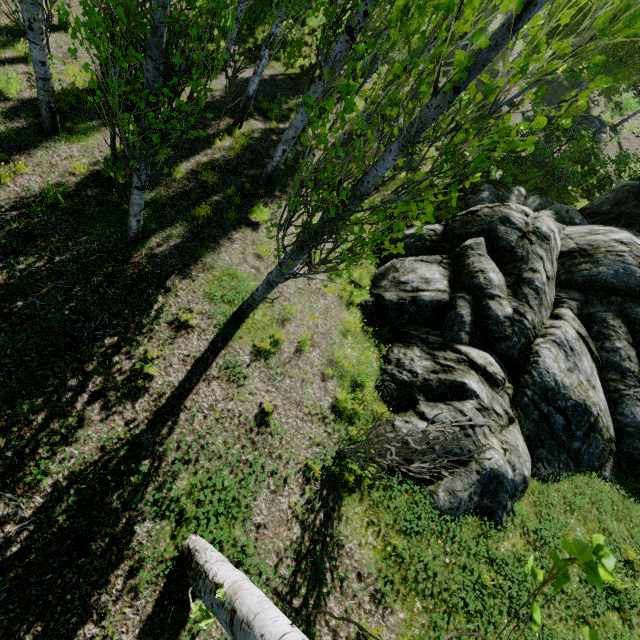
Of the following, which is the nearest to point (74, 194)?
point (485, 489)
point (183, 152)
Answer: point (183, 152)

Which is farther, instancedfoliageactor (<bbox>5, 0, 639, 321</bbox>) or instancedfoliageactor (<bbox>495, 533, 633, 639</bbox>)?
instancedfoliageactor (<bbox>5, 0, 639, 321</bbox>)

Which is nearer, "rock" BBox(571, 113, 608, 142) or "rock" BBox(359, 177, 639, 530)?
"rock" BBox(359, 177, 639, 530)

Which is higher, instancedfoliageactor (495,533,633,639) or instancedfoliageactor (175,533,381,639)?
instancedfoliageactor (495,533,633,639)

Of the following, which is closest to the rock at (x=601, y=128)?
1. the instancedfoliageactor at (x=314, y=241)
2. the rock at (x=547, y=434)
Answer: the instancedfoliageactor at (x=314, y=241)

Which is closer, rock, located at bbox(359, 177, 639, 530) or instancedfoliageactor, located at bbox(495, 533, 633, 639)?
instancedfoliageactor, located at bbox(495, 533, 633, 639)

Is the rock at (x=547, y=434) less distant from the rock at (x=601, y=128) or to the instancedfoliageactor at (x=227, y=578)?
the instancedfoliageactor at (x=227, y=578)

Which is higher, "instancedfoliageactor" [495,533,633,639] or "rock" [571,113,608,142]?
"instancedfoliageactor" [495,533,633,639]
